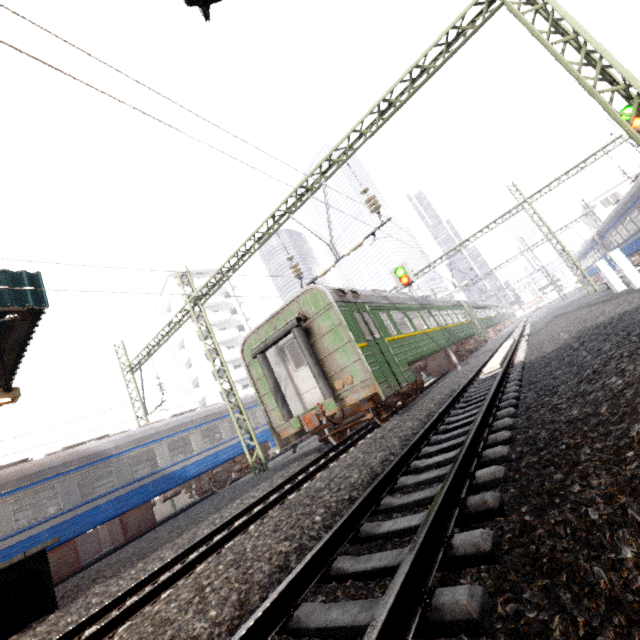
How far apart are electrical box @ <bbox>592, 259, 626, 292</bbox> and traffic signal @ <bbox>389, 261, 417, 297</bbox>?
6.4m

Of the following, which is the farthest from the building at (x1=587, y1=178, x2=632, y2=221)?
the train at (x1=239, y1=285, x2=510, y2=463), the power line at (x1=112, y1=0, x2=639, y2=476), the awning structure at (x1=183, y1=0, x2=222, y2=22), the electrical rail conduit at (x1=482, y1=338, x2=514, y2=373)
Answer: the awning structure at (x1=183, y1=0, x2=222, y2=22)

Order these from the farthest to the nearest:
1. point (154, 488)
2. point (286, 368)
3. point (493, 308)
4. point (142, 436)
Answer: point (493, 308) < point (142, 436) < point (154, 488) < point (286, 368)

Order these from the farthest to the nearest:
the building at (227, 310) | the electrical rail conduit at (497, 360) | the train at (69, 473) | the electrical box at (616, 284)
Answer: the building at (227, 310)
the electrical box at (616, 284)
the train at (69, 473)
the electrical rail conduit at (497, 360)

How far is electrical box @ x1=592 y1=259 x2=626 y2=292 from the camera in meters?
13.0 m

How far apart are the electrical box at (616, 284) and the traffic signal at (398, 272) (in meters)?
6.44

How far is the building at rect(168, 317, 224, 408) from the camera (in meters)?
42.41
